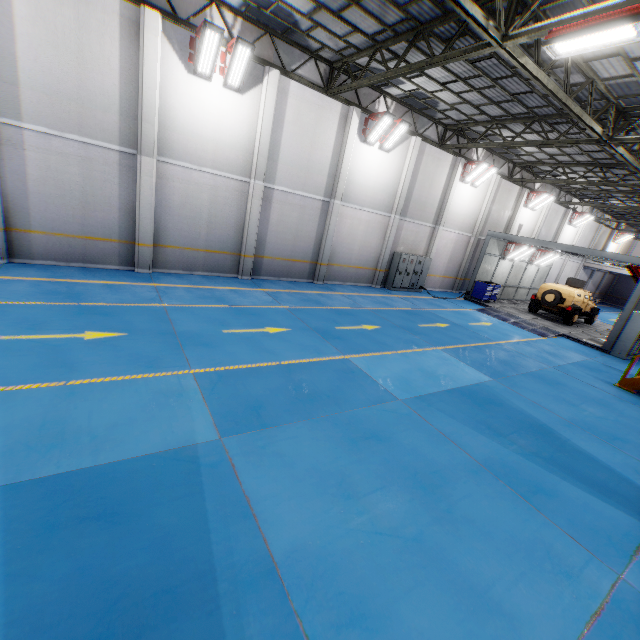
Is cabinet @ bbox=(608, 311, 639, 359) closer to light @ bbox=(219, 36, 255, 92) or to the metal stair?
the metal stair

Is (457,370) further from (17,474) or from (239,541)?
(17,474)

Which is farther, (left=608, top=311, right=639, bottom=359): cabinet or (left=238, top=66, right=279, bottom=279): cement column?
(left=608, top=311, right=639, bottom=359): cabinet

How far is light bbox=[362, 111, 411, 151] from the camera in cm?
1405

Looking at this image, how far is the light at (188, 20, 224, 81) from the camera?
9.7 meters

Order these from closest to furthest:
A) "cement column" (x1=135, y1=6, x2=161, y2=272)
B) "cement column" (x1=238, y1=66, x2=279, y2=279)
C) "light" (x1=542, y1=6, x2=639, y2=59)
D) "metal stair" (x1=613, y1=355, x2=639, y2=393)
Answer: "light" (x1=542, y1=6, x2=639, y2=59), "cement column" (x1=135, y1=6, x2=161, y2=272), "metal stair" (x1=613, y1=355, x2=639, y2=393), "cement column" (x1=238, y1=66, x2=279, y2=279)

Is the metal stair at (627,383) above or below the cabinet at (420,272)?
below

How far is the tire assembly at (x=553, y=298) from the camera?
18.7 meters
